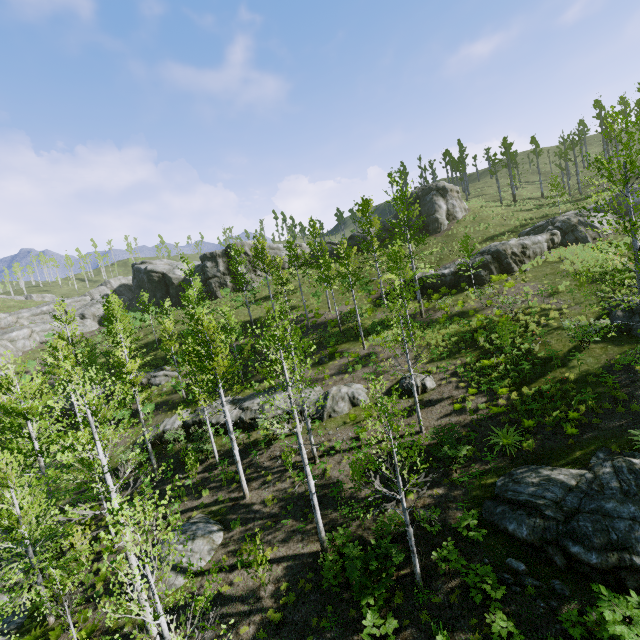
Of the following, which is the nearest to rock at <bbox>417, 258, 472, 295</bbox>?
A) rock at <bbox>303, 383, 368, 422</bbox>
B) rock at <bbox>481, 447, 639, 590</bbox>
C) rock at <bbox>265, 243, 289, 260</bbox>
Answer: rock at <bbox>303, 383, 368, 422</bbox>

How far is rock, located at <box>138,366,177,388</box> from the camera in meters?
30.6

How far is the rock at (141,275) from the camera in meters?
51.5 m

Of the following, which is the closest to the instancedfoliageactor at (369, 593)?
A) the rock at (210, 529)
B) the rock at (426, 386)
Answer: the rock at (210, 529)

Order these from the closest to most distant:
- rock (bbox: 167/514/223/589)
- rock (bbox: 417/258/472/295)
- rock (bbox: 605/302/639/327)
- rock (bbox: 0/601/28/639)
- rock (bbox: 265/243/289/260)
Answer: rock (bbox: 167/514/223/589) < rock (bbox: 0/601/28/639) < rock (bbox: 605/302/639/327) < rock (bbox: 417/258/472/295) < rock (bbox: 265/243/289/260)

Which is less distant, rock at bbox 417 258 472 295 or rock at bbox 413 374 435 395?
rock at bbox 413 374 435 395

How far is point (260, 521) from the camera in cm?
1493

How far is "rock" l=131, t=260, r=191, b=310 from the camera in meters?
51.5 m
